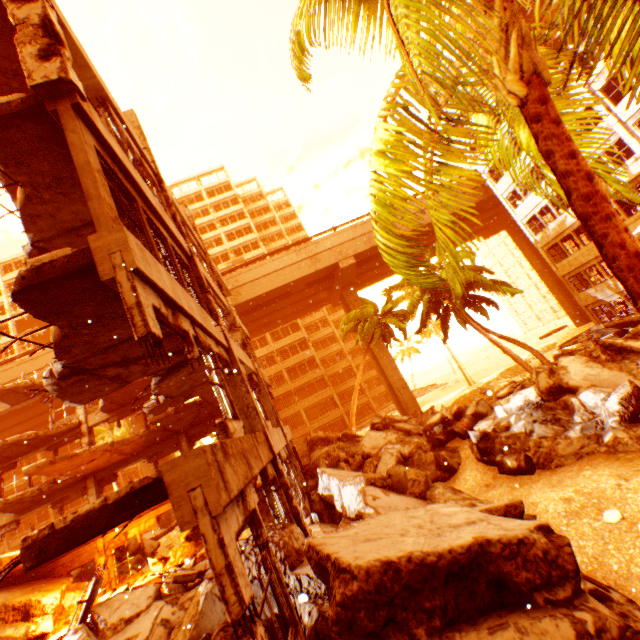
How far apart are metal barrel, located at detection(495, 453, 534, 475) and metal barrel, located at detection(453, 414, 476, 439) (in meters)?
2.89

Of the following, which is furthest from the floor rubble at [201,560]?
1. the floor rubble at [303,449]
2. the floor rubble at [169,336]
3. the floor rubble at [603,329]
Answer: the floor rubble at [603,329]

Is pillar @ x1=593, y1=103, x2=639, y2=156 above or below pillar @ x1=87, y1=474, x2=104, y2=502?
above

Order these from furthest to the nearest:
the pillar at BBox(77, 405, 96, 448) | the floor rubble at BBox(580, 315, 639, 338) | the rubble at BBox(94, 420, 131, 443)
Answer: the rubble at BBox(94, 420, 131, 443) → the floor rubble at BBox(580, 315, 639, 338) → the pillar at BBox(77, 405, 96, 448)

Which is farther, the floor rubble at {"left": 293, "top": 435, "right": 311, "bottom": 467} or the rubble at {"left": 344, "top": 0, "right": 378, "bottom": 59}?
the floor rubble at {"left": 293, "top": 435, "right": 311, "bottom": 467}

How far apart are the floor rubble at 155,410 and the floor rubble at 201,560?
5.4m

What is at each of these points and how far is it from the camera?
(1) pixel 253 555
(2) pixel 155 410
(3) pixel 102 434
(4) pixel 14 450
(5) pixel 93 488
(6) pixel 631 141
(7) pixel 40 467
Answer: (1) rock pile, 6.0 meters
(2) floor rubble, 12.1 meters
(3) rubble, 34.6 meters
(4) floor rubble, 17.0 meters
(5) pillar, 16.7 meters
(6) pillar, 19.2 meters
(7) floor rubble, 13.6 meters

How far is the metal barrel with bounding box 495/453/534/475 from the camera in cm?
869
